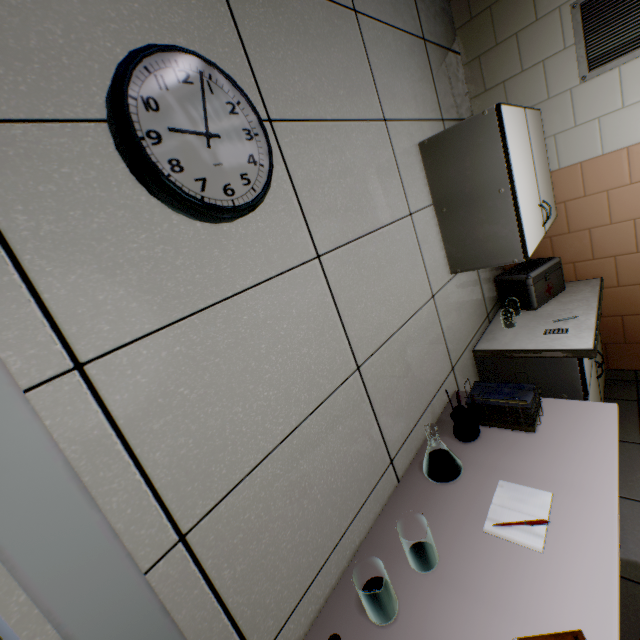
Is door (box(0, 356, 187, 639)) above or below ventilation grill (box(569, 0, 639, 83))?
below

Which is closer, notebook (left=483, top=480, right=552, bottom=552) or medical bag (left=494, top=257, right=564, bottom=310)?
notebook (left=483, top=480, right=552, bottom=552)

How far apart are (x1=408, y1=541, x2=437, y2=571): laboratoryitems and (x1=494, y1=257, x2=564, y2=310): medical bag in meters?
2.0

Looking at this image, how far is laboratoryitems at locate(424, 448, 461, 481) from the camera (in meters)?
1.38

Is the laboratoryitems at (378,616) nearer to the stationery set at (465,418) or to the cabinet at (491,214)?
the stationery set at (465,418)

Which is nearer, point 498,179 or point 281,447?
point 281,447

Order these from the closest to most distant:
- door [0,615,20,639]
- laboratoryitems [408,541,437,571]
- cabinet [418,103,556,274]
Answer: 1. door [0,615,20,639]
2. laboratoryitems [408,541,437,571]
3. cabinet [418,103,556,274]

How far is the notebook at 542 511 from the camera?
1.1 meters
